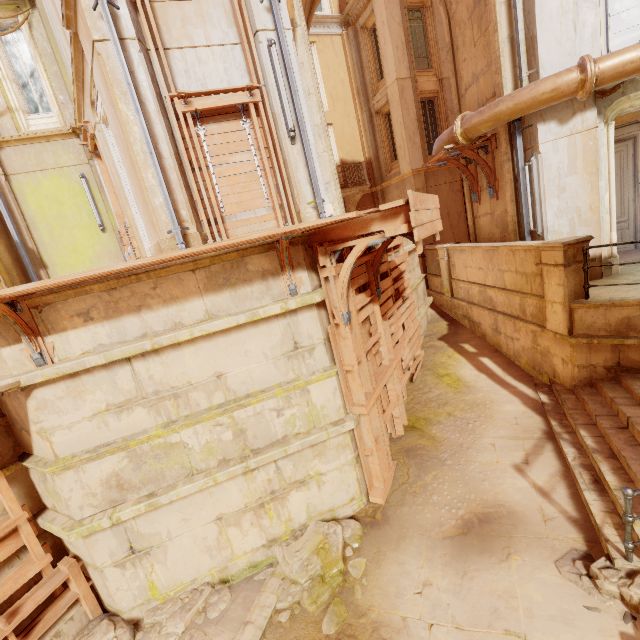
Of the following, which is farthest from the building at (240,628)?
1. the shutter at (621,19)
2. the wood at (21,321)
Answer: the wood at (21,321)

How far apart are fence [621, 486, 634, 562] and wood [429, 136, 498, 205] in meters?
7.2 m

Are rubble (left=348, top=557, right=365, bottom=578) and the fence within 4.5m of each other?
yes

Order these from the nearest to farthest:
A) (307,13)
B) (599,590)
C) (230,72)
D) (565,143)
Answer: (599,590)
(230,72)
(565,143)
(307,13)

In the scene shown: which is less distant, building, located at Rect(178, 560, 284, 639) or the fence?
the fence

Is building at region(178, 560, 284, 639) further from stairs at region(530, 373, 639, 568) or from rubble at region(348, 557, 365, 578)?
rubble at region(348, 557, 365, 578)

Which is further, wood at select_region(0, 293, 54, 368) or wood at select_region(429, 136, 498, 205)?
wood at select_region(429, 136, 498, 205)

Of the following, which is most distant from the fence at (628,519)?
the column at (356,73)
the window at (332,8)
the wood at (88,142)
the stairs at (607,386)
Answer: the window at (332,8)
